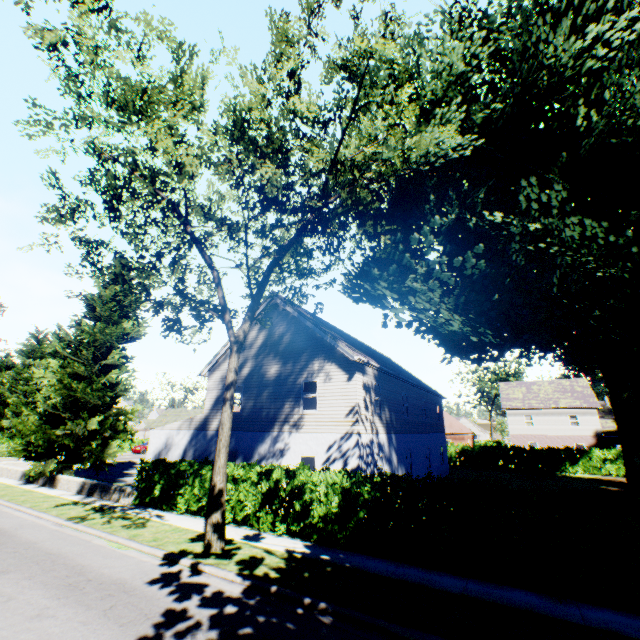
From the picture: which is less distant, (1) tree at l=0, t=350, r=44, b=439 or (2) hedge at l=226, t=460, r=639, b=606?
(2) hedge at l=226, t=460, r=639, b=606

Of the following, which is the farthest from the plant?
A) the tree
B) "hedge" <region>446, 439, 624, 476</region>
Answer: "hedge" <region>446, 439, 624, 476</region>

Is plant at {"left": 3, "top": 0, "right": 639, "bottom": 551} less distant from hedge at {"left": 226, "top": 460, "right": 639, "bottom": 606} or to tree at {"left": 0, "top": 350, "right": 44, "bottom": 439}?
tree at {"left": 0, "top": 350, "right": 44, "bottom": 439}

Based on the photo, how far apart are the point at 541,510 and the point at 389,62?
12.7 meters

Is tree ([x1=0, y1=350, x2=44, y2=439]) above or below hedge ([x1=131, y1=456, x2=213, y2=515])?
above

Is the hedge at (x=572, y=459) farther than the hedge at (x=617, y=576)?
Yes

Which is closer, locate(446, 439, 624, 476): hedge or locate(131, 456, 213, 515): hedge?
locate(131, 456, 213, 515): hedge

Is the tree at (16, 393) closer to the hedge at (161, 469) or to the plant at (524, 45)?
the hedge at (161, 469)
